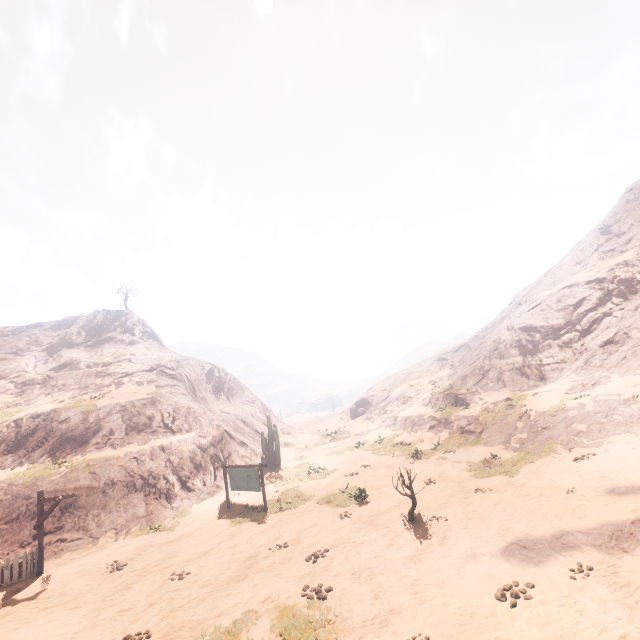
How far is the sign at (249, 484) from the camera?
15.78m

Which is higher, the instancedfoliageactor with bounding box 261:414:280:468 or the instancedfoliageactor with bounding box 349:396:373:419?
the instancedfoliageactor with bounding box 349:396:373:419

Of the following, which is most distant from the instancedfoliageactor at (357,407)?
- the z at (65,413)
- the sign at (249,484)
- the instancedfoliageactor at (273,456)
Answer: the sign at (249,484)

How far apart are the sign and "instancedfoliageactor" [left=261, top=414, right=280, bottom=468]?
7.42m

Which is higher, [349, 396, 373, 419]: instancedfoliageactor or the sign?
[349, 396, 373, 419]: instancedfoliageactor

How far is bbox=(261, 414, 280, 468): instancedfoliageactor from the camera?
24.9 meters

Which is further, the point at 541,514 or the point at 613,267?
the point at 613,267

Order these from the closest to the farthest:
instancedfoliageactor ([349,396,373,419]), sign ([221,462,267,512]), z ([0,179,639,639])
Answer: z ([0,179,639,639]), sign ([221,462,267,512]), instancedfoliageactor ([349,396,373,419])
